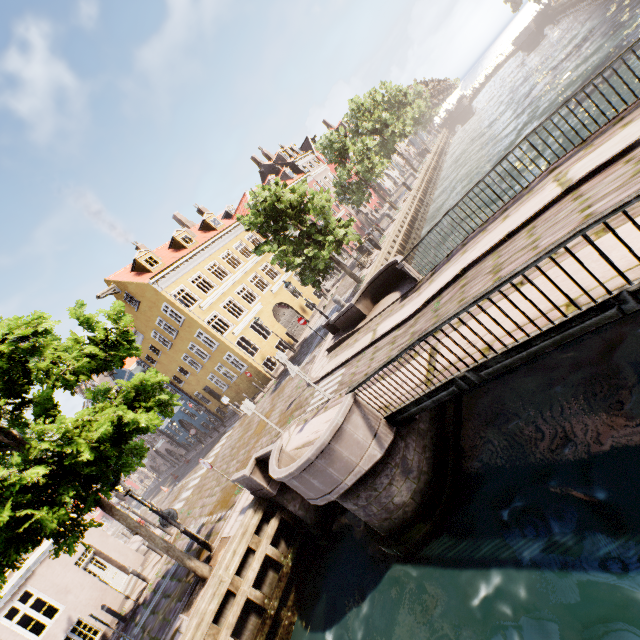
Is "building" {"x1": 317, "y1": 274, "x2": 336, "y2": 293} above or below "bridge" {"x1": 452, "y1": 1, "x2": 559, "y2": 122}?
above

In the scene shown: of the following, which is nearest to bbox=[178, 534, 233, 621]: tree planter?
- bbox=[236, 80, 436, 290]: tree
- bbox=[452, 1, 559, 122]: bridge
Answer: bbox=[236, 80, 436, 290]: tree

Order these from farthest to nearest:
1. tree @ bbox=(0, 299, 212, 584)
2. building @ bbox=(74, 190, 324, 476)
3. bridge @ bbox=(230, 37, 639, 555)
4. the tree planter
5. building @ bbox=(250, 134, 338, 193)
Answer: building @ bbox=(250, 134, 338, 193) < building @ bbox=(74, 190, 324, 476) < the tree planter < tree @ bbox=(0, 299, 212, 584) < bridge @ bbox=(230, 37, 639, 555)

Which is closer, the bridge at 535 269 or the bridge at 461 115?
the bridge at 535 269

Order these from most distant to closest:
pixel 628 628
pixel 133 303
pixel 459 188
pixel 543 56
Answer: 1. pixel 543 56
2. pixel 459 188
3. pixel 133 303
4. pixel 628 628

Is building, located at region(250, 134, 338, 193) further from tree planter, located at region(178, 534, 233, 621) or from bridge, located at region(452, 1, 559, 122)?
bridge, located at region(452, 1, 559, 122)

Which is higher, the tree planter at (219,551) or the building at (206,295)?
the building at (206,295)
